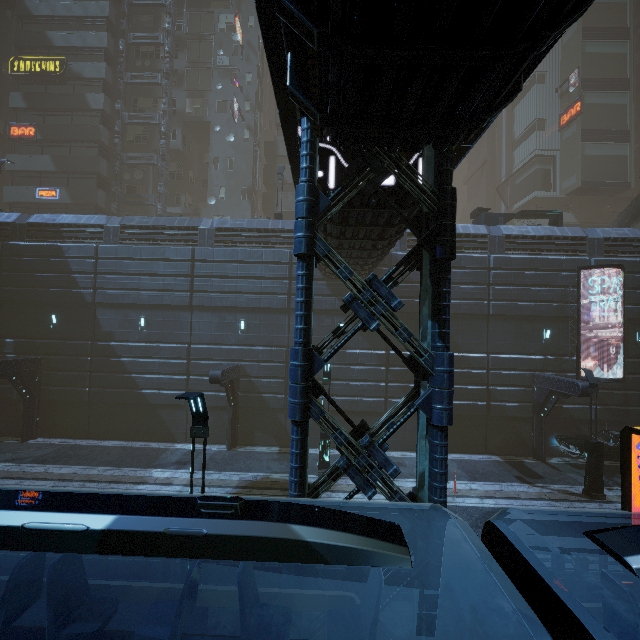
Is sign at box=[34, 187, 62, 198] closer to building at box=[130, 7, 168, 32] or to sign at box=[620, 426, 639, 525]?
building at box=[130, 7, 168, 32]

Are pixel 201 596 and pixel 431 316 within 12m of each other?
yes

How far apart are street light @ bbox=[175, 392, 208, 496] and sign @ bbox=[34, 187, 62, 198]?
33.7 meters

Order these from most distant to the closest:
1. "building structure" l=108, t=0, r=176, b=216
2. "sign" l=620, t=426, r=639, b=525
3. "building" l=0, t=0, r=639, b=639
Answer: "building structure" l=108, t=0, r=176, b=216
"sign" l=620, t=426, r=639, b=525
"building" l=0, t=0, r=639, b=639

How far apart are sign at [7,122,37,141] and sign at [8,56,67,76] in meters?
4.3

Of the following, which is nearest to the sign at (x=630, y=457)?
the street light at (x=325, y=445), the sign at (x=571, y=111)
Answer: the street light at (x=325, y=445)

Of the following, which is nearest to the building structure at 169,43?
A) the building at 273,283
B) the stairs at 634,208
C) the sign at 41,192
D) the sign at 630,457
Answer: the building at 273,283

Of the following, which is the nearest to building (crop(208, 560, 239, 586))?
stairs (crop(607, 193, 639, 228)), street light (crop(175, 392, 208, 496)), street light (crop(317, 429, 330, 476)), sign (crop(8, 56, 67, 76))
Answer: sign (crop(8, 56, 67, 76))
